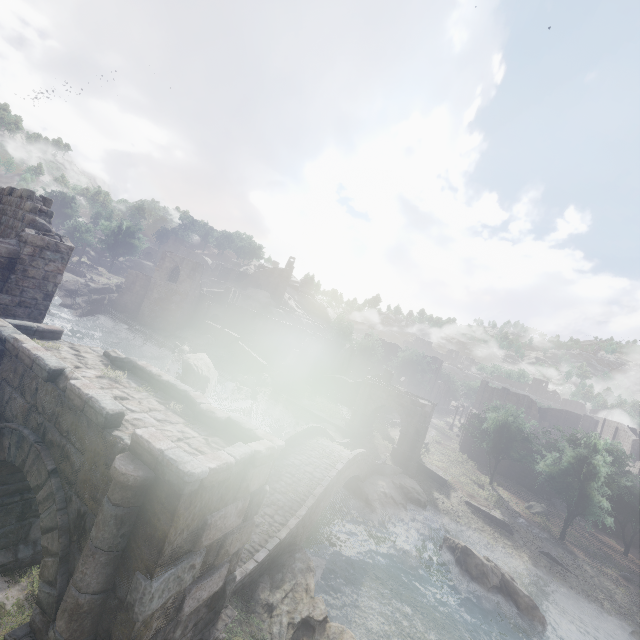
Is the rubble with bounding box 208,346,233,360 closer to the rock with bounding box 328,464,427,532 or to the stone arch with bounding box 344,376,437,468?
the stone arch with bounding box 344,376,437,468

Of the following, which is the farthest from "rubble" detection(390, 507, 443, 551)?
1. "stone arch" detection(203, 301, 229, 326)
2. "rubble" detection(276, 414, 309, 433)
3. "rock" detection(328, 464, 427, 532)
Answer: "stone arch" detection(203, 301, 229, 326)

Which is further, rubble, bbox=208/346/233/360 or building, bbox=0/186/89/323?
rubble, bbox=208/346/233/360

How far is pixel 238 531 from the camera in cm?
608

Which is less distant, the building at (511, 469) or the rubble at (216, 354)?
the building at (511, 469)

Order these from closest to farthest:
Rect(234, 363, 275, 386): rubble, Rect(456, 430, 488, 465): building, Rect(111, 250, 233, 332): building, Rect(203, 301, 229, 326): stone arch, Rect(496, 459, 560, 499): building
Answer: Rect(496, 459, 560, 499): building → Rect(234, 363, 275, 386): rubble → Rect(456, 430, 488, 465): building → Rect(111, 250, 233, 332): building → Rect(203, 301, 229, 326): stone arch

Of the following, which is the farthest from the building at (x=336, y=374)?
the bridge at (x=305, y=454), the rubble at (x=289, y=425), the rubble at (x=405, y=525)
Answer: the rubble at (x=405, y=525)

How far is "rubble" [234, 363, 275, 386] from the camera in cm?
4095
